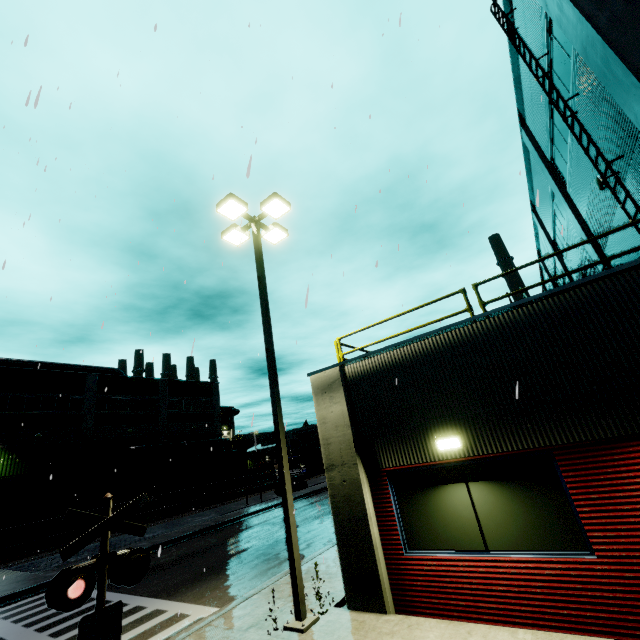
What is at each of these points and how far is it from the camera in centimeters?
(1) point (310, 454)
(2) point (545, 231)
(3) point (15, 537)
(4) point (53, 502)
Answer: (1) semi trailer, 3800cm
(2) building, 1998cm
(3) flatcar, 2286cm
(4) roll-up door, 2894cm

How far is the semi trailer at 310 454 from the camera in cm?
3215

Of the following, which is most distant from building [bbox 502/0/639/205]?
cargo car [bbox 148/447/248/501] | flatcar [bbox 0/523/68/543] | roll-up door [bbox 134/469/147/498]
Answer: flatcar [bbox 0/523/68/543]

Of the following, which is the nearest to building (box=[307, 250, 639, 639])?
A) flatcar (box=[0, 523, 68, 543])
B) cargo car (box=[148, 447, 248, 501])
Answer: cargo car (box=[148, 447, 248, 501])

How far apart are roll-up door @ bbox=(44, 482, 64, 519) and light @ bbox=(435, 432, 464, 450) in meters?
36.7

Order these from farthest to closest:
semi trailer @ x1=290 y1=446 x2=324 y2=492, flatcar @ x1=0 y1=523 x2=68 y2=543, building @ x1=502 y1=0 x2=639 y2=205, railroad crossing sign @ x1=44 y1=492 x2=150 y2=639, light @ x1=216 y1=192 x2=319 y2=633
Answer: semi trailer @ x1=290 y1=446 x2=324 y2=492
flatcar @ x1=0 y1=523 x2=68 y2=543
light @ x1=216 y1=192 x2=319 y2=633
building @ x1=502 y1=0 x2=639 y2=205
railroad crossing sign @ x1=44 y1=492 x2=150 y2=639

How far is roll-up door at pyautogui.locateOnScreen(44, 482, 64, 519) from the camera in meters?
28.4 m

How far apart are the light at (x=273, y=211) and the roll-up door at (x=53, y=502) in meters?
32.7
